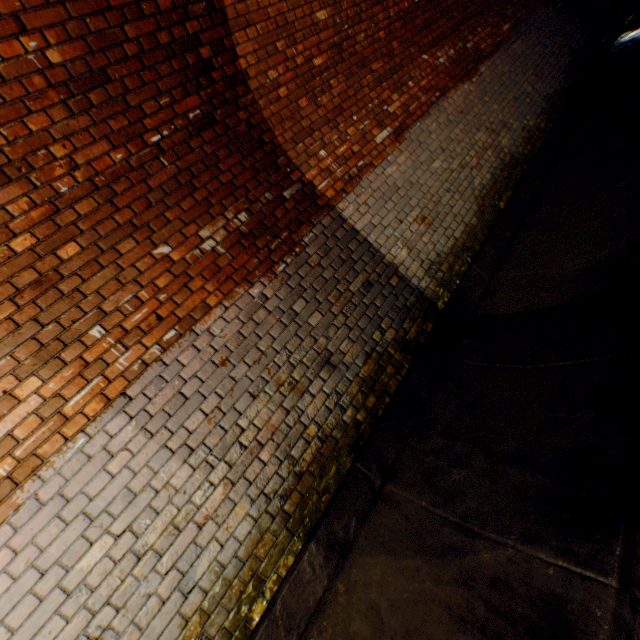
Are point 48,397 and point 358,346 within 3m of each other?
yes
